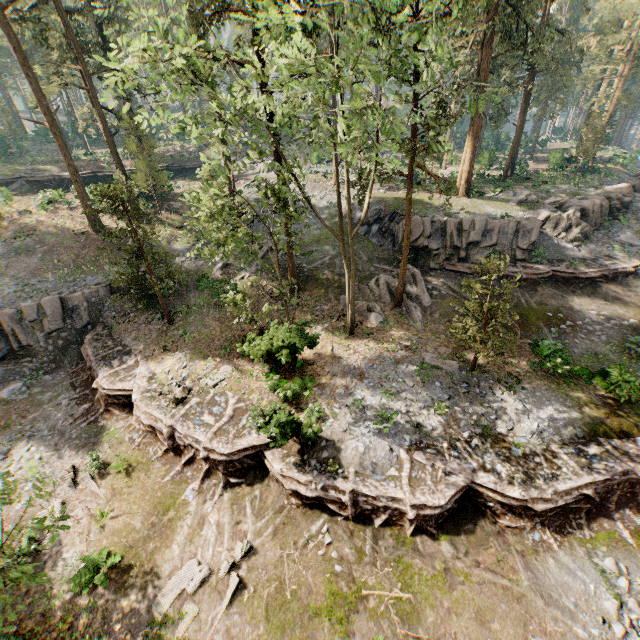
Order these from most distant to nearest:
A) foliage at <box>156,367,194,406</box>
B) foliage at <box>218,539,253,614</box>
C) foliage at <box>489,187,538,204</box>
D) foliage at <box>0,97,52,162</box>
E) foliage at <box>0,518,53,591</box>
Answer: foliage at <box>0,97,52,162</box>, foliage at <box>489,187,538,204</box>, foliage at <box>156,367,194,406</box>, foliage at <box>218,539,253,614</box>, foliage at <box>0,518,53,591</box>

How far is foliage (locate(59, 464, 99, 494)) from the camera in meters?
14.7

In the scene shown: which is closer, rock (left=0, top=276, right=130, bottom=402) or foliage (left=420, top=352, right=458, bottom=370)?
foliage (left=420, top=352, right=458, bottom=370)

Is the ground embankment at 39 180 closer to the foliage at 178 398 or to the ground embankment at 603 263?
the foliage at 178 398

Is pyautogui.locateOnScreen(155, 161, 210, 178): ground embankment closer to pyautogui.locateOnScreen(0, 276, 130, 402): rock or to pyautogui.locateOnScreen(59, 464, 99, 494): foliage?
pyautogui.locateOnScreen(59, 464, 99, 494): foliage

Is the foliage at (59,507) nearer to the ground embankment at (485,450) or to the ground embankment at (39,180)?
the ground embankment at (485,450)

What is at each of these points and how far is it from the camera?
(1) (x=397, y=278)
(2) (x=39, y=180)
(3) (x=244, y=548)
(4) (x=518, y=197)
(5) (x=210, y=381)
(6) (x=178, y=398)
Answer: (1) foliage, 24.6 meters
(2) ground embankment, 40.2 meters
(3) foliage, 12.3 meters
(4) foliage, 29.5 meters
(5) foliage, 17.4 meters
(6) foliage, 16.5 meters

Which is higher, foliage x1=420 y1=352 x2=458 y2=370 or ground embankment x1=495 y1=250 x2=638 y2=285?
ground embankment x1=495 y1=250 x2=638 y2=285
